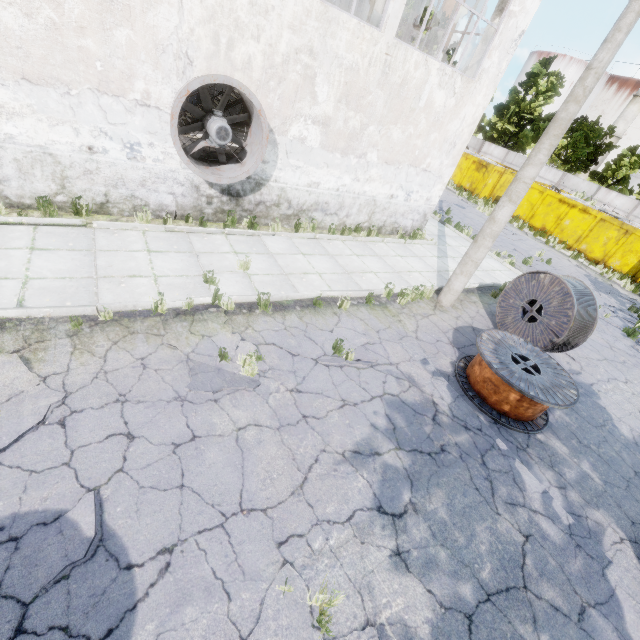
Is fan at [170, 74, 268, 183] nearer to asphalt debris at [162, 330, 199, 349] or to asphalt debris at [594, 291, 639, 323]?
asphalt debris at [162, 330, 199, 349]

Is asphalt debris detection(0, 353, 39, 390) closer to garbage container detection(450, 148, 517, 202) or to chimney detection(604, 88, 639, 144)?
garbage container detection(450, 148, 517, 202)

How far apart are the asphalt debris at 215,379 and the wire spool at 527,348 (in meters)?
4.06

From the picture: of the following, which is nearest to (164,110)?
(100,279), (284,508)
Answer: (100,279)

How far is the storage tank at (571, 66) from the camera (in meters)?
49.91

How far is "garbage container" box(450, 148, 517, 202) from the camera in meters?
25.0 m

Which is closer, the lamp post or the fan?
the lamp post

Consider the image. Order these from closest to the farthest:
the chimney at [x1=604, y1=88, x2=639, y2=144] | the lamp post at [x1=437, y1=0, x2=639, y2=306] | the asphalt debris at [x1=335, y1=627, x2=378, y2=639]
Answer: the asphalt debris at [x1=335, y1=627, x2=378, y2=639] → the lamp post at [x1=437, y1=0, x2=639, y2=306] → the chimney at [x1=604, y1=88, x2=639, y2=144]
